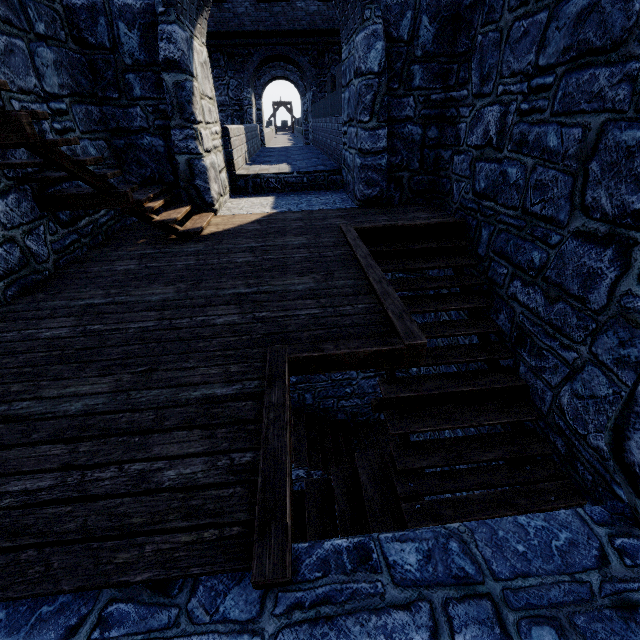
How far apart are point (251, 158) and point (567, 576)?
12.6 meters
